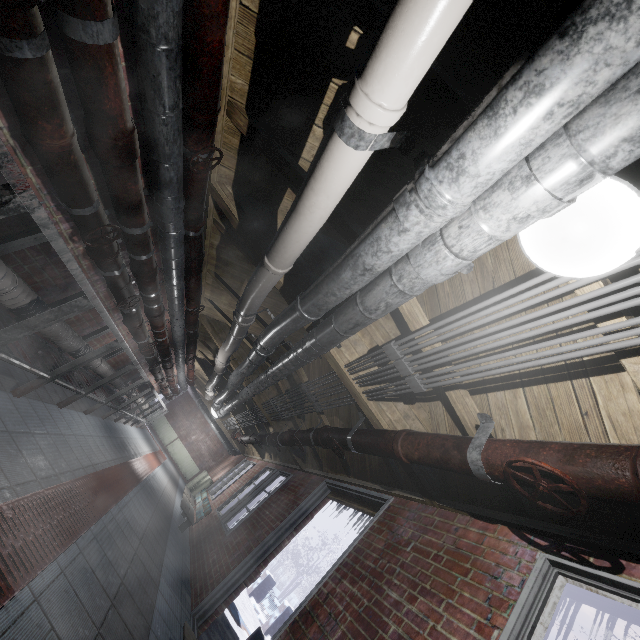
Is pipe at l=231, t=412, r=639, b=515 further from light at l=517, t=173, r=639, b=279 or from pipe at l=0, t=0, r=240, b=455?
pipe at l=0, t=0, r=240, b=455

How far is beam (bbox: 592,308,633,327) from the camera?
1.2 meters

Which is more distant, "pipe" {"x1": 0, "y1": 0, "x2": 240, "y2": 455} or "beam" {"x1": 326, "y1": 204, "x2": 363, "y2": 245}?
"beam" {"x1": 326, "y1": 204, "x2": 363, "y2": 245}

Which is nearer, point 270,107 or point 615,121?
point 615,121

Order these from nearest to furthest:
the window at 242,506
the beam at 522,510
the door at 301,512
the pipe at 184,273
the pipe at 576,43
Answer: the pipe at 576,43, the pipe at 184,273, the beam at 522,510, the door at 301,512, the window at 242,506

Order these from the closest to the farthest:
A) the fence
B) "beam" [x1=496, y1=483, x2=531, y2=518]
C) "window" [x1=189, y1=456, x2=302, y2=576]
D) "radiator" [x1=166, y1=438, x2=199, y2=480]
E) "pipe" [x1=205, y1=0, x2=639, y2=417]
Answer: "pipe" [x1=205, y1=0, x2=639, y2=417]
"beam" [x1=496, y1=483, x2=531, y2=518]
"window" [x1=189, y1=456, x2=302, y2=576]
the fence
"radiator" [x1=166, y1=438, x2=199, y2=480]

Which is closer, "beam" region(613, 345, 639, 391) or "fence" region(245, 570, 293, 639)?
→ "beam" region(613, 345, 639, 391)

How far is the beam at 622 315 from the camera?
1.2 meters
